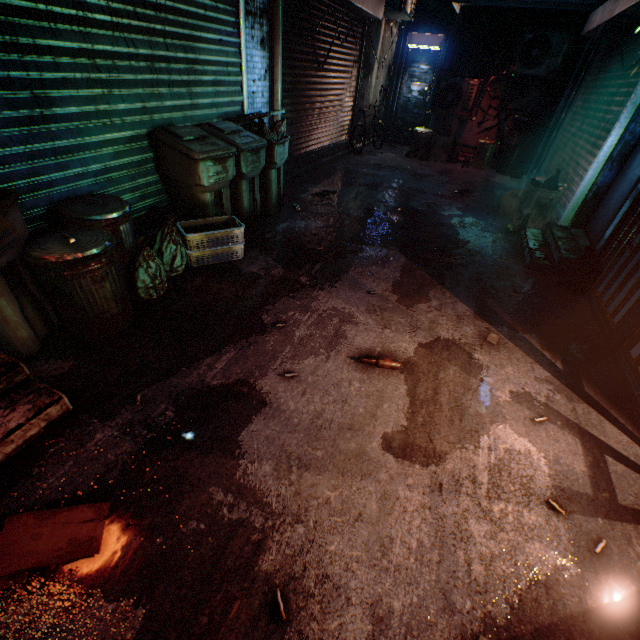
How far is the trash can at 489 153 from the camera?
7.7 meters

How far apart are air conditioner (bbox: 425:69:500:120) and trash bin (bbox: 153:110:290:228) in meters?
5.3

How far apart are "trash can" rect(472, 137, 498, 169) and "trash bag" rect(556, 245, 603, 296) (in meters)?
5.62

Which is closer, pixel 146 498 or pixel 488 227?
pixel 146 498

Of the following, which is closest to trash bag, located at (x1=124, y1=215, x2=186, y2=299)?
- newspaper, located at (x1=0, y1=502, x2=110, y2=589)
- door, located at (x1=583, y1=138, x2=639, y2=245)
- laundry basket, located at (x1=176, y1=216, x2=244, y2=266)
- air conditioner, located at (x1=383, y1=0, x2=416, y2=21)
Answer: laundry basket, located at (x1=176, y1=216, x2=244, y2=266)

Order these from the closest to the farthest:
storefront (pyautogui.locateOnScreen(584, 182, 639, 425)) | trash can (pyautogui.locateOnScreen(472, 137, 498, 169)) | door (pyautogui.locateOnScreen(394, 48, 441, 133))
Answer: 1. storefront (pyautogui.locateOnScreen(584, 182, 639, 425))
2. trash can (pyautogui.locateOnScreen(472, 137, 498, 169))
3. door (pyautogui.locateOnScreen(394, 48, 441, 133))

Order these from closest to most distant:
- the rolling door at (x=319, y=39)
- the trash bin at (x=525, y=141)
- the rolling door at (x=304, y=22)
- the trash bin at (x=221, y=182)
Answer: the trash bin at (x=221, y=182), the rolling door at (x=304, y=22), the rolling door at (x=319, y=39), the trash bin at (x=525, y=141)

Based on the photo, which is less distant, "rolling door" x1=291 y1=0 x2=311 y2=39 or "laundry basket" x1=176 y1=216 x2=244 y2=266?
"laundry basket" x1=176 y1=216 x2=244 y2=266
